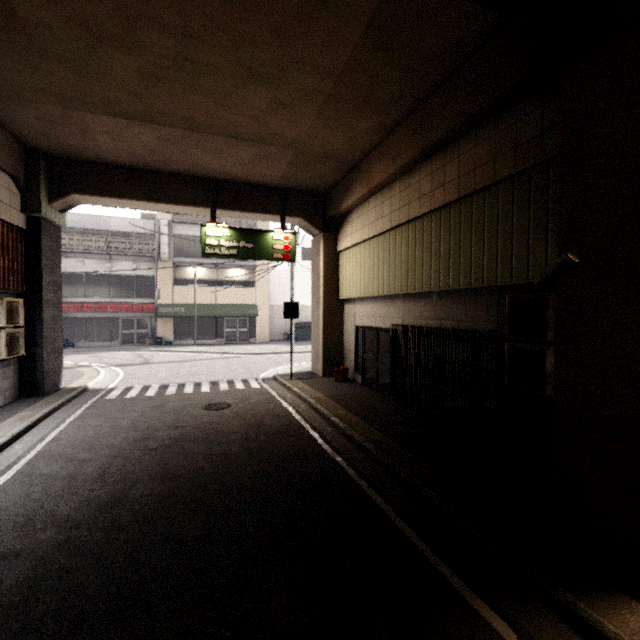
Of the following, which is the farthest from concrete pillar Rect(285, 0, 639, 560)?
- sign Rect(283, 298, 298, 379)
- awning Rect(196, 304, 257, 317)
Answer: awning Rect(196, 304, 257, 317)

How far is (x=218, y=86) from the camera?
6.38m

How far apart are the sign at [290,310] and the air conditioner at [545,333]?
→ 7.5 meters

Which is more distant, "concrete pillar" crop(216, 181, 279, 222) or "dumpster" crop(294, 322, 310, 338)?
"dumpster" crop(294, 322, 310, 338)

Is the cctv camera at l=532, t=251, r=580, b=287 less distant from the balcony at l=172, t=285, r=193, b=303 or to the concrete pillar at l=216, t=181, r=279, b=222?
the concrete pillar at l=216, t=181, r=279, b=222

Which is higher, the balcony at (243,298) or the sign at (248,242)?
the sign at (248,242)

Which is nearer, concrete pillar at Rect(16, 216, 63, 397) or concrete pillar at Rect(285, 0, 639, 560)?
concrete pillar at Rect(285, 0, 639, 560)

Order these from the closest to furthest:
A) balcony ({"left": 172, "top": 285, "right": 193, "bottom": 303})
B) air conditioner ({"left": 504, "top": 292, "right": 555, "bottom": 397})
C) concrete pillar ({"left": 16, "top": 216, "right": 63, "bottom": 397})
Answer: air conditioner ({"left": 504, "top": 292, "right": 555, "bottom": 397}) < concrete pillar ({"left": 16, "top": 216, "right": 63, "bottom": 397}) < balcony ({"left": 172, "top": 285, "right": 193, "bottom": 303})
